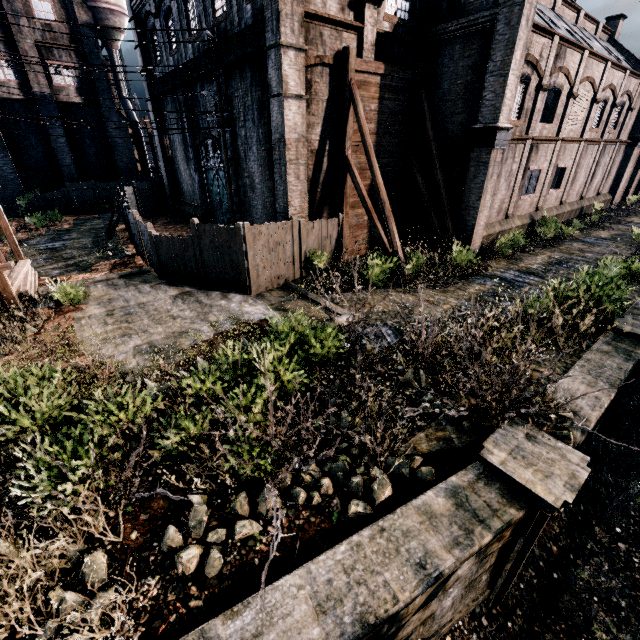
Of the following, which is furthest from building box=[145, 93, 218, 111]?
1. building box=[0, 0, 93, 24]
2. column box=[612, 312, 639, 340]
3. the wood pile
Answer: building box=[0, 0, 93, 24]

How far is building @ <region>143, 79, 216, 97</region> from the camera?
18.8 meters

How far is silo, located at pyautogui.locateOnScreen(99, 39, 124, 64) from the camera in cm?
3537

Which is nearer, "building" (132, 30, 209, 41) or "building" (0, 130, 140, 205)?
"building" (132, 30, 209, 41)

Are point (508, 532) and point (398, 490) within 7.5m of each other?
yes

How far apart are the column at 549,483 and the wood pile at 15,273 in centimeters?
1673cm

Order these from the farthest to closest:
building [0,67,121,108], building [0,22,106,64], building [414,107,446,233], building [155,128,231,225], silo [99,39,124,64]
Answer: silo [99,39,124,64] → building [0,67,121,108] → building [0,22,106,64] → building [155,128,231,225] → building [414,107,446,233]

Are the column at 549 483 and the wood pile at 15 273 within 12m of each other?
no
